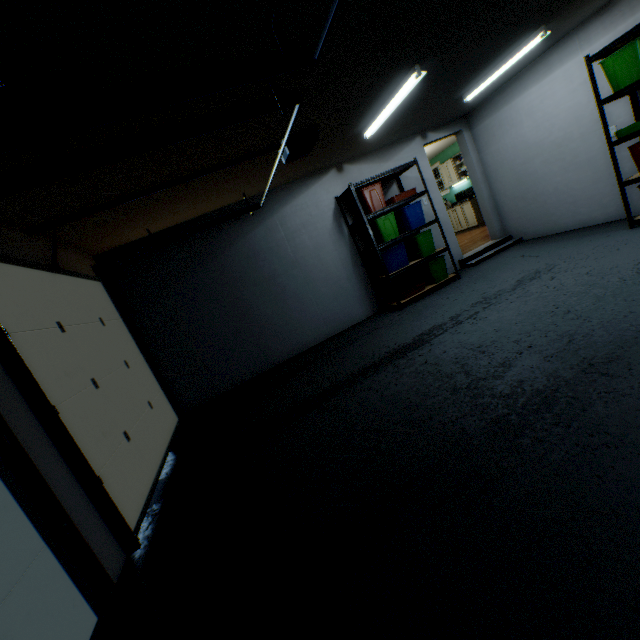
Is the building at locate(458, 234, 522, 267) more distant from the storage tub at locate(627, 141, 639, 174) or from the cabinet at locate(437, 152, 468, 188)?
the cabinet at locate(437, 152, 468, 188)

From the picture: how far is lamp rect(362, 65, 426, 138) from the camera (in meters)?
3.09

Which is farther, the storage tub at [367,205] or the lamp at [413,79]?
the storage tub at [367,205]

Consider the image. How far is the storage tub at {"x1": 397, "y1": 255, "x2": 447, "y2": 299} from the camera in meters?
5.0

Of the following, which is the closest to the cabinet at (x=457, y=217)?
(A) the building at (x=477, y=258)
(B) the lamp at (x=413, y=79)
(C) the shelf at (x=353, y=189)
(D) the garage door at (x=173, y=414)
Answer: (A) the building at (x=477, y=258)

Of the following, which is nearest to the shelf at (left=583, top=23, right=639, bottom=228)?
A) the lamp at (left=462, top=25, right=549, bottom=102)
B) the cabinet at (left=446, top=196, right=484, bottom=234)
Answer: the lamp at (left=462, top=25, right=549, bottom=102)

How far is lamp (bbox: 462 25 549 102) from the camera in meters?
3.5 m

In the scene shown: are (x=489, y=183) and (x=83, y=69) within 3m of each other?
no
